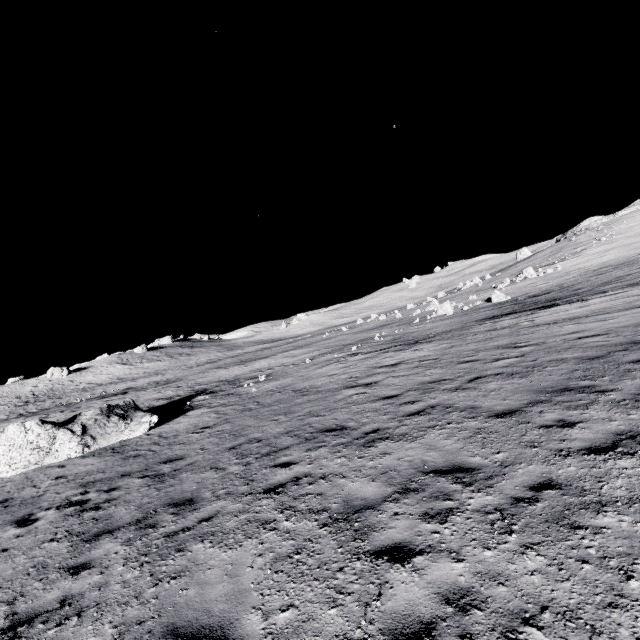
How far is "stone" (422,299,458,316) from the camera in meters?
37.1 m

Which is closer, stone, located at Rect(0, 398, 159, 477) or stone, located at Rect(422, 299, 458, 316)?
stone, located at Rect(0, 398, 159, 477)

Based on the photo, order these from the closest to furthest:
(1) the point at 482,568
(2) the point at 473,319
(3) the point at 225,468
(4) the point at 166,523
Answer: (1) the point at 482,568 < (4) the point at 166,523 < (3) the point at 225,468 < (2) the point at 473,319

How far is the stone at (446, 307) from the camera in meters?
37.1 m

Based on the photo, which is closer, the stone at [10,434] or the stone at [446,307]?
the stone at [10,434]
